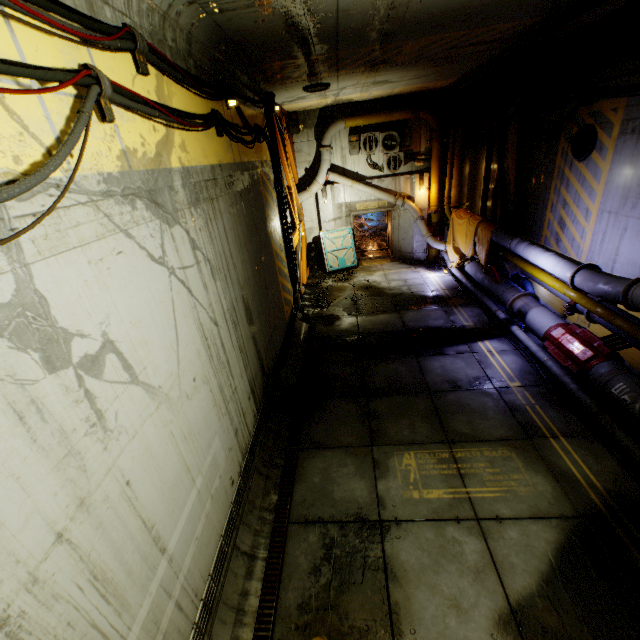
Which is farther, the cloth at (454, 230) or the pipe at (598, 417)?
the cloth at (454, 230)

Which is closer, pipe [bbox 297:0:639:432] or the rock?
pipe [bbox 297:0:639:432]

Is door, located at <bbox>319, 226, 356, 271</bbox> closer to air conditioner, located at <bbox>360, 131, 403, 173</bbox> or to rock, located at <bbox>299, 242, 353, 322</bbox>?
rock, located at <bbox>299, 242, 353, 322</bbox>

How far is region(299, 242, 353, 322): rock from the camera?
11.9m

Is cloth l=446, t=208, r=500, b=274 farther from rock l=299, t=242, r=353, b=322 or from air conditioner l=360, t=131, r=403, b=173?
rock l=299, t=242, r=353, b=322

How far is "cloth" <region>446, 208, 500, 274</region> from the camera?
11.45m

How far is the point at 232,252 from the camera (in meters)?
5.61

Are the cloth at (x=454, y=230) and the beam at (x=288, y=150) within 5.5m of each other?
no
